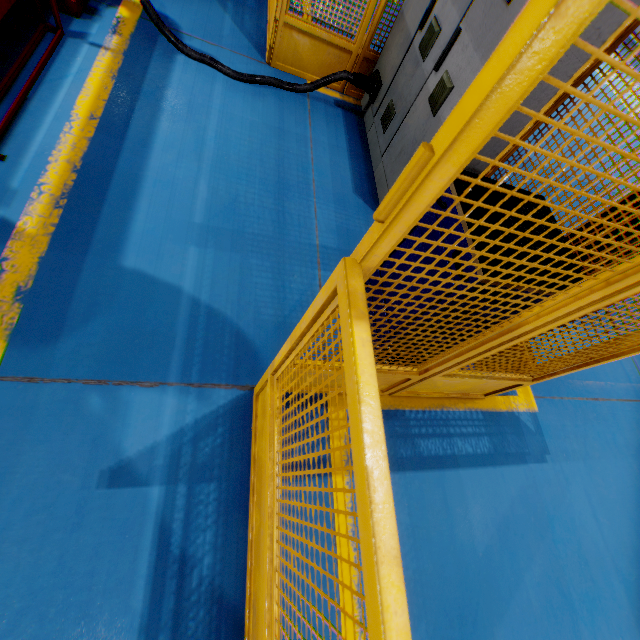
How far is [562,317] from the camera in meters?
1.3

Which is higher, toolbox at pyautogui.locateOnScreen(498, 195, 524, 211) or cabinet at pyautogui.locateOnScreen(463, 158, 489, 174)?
toolbox at pyautogui.locateOnScreen(498, 195, 524, 211)

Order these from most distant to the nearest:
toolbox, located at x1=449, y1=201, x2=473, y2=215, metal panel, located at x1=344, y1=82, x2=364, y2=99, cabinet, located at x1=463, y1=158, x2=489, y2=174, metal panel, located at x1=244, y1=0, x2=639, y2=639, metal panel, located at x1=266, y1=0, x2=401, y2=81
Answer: metal panel, located at x1=344, y1=82, x2=364, y2=99 → metal panel, located at x1=266, y1=0, x2=401, y2=81 → cabinet, located at x1=463, y1=158, x2=489, y2=174 → toolbox, located at x1=449, y1=201, x2=473, y2=215 → metal panel, located at x1=244, y1=0, x2=639, y2=639

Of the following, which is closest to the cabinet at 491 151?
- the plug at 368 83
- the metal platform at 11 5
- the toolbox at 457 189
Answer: the plug at 368 83

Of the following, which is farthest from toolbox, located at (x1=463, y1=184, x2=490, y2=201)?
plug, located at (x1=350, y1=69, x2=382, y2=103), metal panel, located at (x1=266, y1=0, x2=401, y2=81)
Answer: plug, located at (x1=350, y1=69, x2=382, y2=103)

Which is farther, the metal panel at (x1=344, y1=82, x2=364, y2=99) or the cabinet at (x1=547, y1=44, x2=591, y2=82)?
the metal panel at (x1=344, y1=82, x2=364, y2=99)

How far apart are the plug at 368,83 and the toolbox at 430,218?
2.4 meters

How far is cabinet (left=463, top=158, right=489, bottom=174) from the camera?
2.81m
